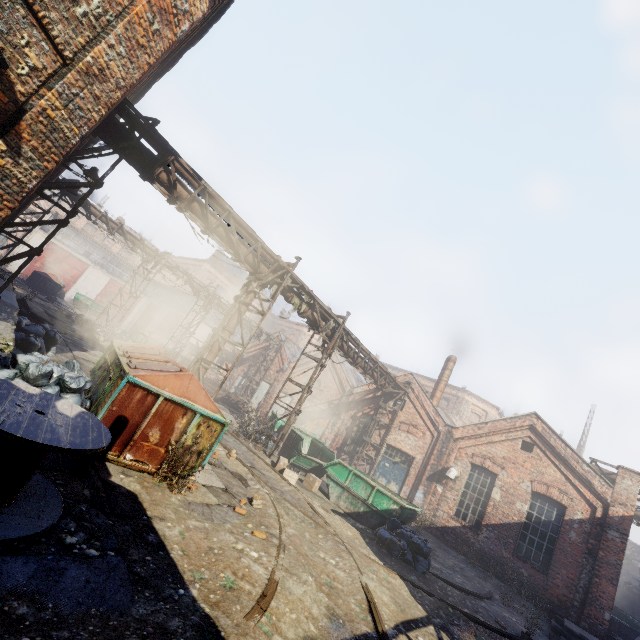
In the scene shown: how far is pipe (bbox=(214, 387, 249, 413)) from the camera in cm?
2256

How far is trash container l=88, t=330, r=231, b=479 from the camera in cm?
559

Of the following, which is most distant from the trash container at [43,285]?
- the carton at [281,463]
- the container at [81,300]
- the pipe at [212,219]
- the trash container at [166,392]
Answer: the carton at [281,463]

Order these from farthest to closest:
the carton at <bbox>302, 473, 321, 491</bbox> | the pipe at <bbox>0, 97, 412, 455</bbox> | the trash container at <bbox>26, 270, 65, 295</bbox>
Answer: the trash container at <bbox>26, 270, 65, 295</bbox>
the carton at <bbox>302, 473, 321, 491</bbox>
the pipe at <bbox>0, 97, 412, 455</bbox>

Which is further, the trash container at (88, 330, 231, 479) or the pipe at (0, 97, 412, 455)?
the pipe at (0, 97, 412, 455)

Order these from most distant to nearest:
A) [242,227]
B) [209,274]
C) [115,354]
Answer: [209,274] → [242,227] → [115,354]

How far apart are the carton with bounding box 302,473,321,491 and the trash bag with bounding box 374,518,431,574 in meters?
2.5

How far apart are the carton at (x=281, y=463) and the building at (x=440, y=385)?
12.3m
